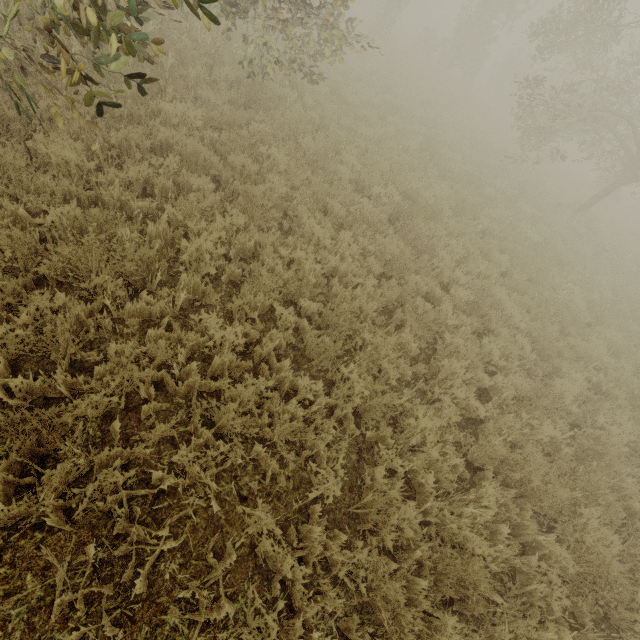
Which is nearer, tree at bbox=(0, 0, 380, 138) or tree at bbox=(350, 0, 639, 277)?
tree at bbox=(0, 0, 380, 138)

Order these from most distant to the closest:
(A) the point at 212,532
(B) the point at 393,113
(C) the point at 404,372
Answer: (B) the point at 393,113, (C) the point at 404,372, (A) the point at 212,532

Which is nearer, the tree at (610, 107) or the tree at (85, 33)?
the tree at (85, 33)
